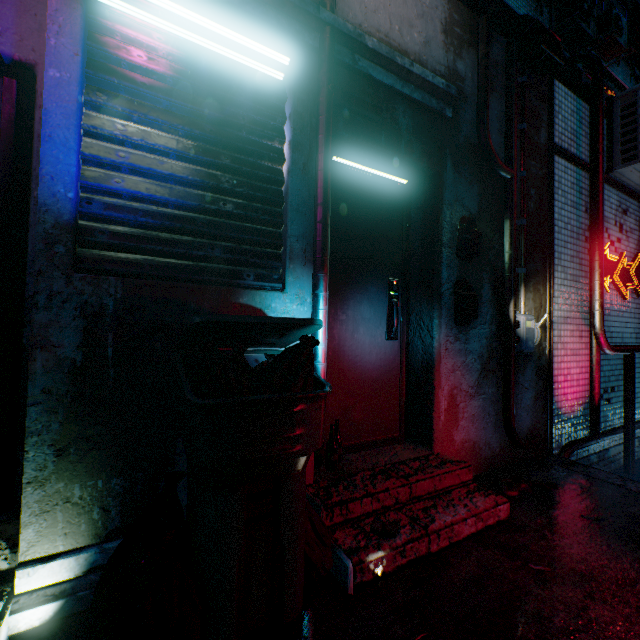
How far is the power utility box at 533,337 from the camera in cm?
285

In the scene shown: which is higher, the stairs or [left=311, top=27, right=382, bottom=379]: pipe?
[left=311, top=27, right=382, bottom=379]: pipe

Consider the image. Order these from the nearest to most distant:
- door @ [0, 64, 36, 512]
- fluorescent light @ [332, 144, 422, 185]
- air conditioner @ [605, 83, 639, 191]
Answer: door @ [0, 64, 36, 512], fluorescent light @ [332, 144, 422, 185], air conditioner @ [605, 83, 639, 191]

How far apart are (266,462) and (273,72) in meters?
2.1

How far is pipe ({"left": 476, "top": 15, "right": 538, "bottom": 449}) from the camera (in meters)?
2.62

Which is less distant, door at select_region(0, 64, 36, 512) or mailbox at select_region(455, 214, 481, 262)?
door at select_region(0, 64, 36, 512)

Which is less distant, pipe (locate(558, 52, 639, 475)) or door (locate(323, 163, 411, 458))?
door (locate(323, 163, 411, 458))

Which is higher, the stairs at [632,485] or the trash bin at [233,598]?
the trash bin at [233,598]
